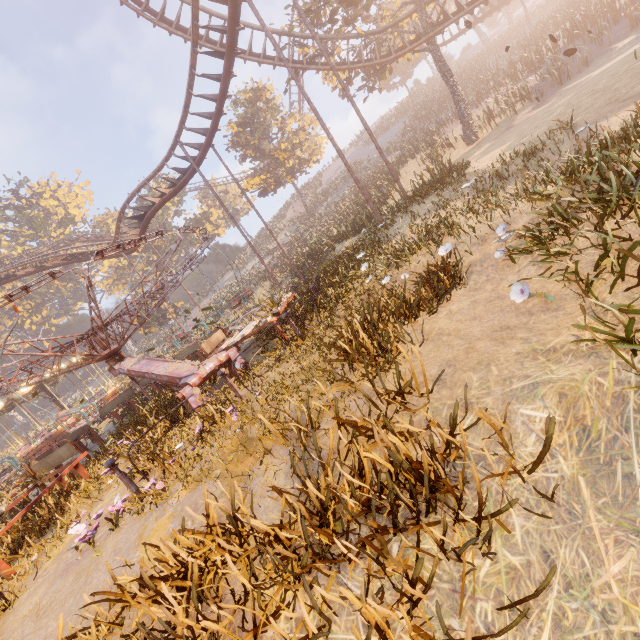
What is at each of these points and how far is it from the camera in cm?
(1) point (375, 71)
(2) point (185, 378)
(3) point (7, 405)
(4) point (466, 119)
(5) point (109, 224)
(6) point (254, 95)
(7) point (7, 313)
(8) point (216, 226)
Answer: (1) tree, 2312
(2) merry-go-round, 779
(3) carousel, 2309
(4) tree, 1962
(5) instancedfoliageactor, 5912
(6) tree, 3284
(7) instancedfoliageactor, 5316
(8) instancedfoliageactor, 5528

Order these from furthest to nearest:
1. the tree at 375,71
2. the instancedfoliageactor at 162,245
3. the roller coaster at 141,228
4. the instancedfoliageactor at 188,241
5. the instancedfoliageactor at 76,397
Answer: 1. the instancedfoliageactor at 188,241
2. the instancedfoliageactor at 162,245
3. the tree at 375,71
4. the roller coaster at 141,228
5. the instancedfoliageactor at 76,397

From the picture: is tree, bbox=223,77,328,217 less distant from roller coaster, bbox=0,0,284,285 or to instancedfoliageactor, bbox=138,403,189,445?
roller coaster, bbox=0,0,284,285

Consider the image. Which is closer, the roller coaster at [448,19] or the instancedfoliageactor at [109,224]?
the roller coaster at [448,19]

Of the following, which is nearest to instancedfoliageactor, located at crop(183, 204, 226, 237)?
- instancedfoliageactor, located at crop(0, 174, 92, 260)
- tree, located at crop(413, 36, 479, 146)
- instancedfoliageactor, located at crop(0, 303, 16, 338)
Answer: instancedfoliageactor, located at crop(0, 303, 16, 338)

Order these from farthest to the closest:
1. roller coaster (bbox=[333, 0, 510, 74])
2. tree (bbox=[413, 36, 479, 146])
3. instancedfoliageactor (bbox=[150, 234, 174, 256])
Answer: instancedfoliageactor (bbox=[150, 234, 174, 256]) < tree (bbox=[413, 36, 479, 146]) < roller coaster (bbox=[333, 0, 510, 74])

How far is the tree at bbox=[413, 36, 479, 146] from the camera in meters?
19.1 m
